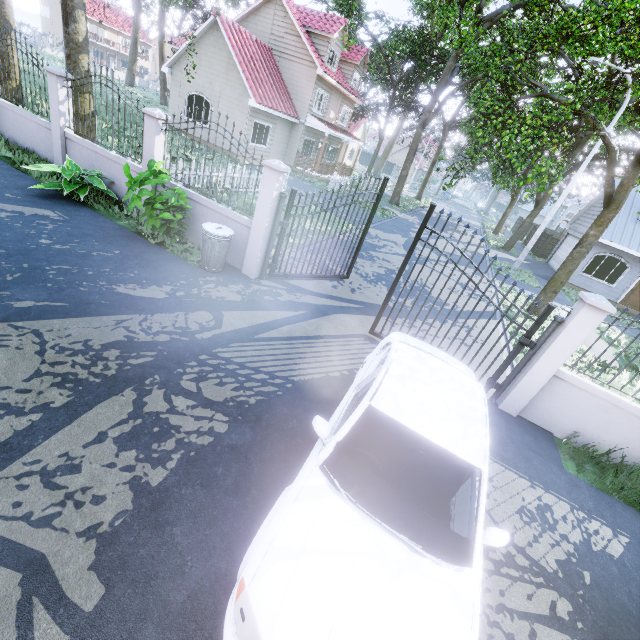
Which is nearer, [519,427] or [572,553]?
[572,553]

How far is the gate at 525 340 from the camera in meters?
5.6 m

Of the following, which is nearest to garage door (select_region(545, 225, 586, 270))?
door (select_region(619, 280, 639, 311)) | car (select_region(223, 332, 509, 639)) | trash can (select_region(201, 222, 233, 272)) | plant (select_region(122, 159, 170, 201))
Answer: door (select_region(619, 280, 639, 311))

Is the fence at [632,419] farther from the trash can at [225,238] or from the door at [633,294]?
the door at [633,294]

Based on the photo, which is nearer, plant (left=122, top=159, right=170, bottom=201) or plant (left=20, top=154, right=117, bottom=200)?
plant (left=122, top=159, right=170, bottom=201)

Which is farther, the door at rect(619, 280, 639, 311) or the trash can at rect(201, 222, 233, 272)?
the door at rect(619, 280, 639, 311)

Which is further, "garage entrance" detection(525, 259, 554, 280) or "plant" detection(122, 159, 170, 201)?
"garage entrance" detection(525, 259, 554, 280)

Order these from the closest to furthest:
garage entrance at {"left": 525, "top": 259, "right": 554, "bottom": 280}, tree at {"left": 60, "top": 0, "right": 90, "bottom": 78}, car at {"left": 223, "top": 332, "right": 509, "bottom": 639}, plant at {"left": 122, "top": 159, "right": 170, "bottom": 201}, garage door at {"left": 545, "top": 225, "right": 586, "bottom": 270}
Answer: car at {"left": 223, "top": 332, "right": 509, "bottom": 639} < plant at {"left": 122, "top": 159, "right": 170, "bottom": 201} < tree at {"left": 60, "top": 0, "right": 90, "bottom": 78} < garage entrance at {"left": 525, "top": 259, "right": 554, "bottom": 280} < garage door at {"left": 545, "top": 225, "right": 586, "bottom": 270}
